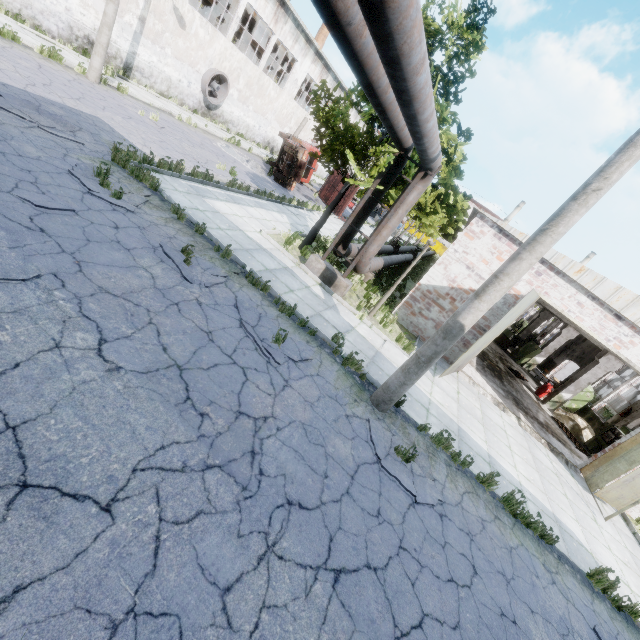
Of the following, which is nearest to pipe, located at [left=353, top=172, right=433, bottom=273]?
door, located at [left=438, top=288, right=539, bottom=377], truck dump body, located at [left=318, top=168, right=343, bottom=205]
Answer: door, located at [left=438, top=288, right=539, bottom=377]

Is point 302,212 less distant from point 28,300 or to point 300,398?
point 300,398

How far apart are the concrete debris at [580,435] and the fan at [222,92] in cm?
2997

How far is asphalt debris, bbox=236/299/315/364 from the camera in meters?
6.3

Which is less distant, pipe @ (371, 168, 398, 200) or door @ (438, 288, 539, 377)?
door @ (438, 288, 539, 377)

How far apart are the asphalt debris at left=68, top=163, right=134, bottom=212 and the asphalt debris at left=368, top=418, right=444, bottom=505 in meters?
7.1

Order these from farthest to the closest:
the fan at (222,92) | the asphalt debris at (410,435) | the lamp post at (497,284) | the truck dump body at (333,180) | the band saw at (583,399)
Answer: the truck dump body at (333,180) → the fan at (222,92) → the band saw at (583,399) → the asphalt debris at (410,435) → the lamp post at (497,284)

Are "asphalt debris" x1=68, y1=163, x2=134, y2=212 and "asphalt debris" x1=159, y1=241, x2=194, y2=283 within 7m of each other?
yes
